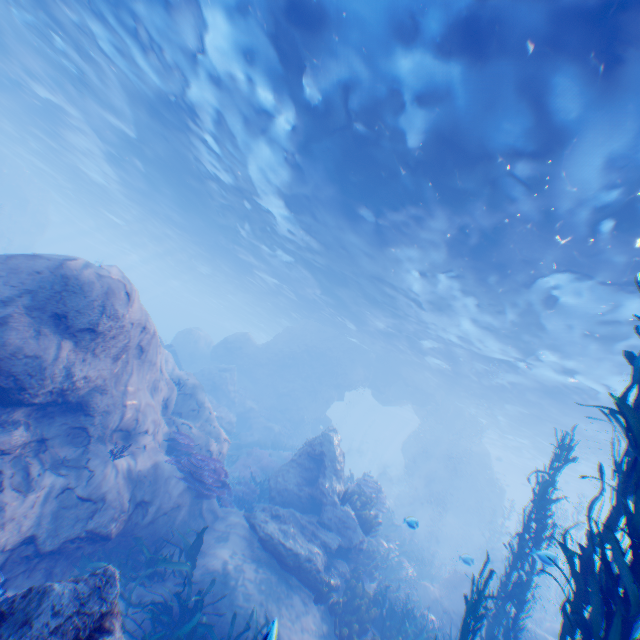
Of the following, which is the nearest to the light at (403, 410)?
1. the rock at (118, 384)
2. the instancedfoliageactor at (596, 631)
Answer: the rock at (118, 384)

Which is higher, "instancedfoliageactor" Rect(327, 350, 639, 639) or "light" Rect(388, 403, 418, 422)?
"light" Rect(388, 403, 418, 422)

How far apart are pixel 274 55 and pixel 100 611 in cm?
1185

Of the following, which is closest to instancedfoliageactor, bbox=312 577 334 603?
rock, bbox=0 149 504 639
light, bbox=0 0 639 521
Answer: rock, bbox=0 149 504 639

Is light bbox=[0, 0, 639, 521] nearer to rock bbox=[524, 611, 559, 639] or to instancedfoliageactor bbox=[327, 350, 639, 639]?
rock bbox=[524, 611, 559, 639]

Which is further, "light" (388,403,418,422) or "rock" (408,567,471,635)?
"light" (388,403,418,422)
